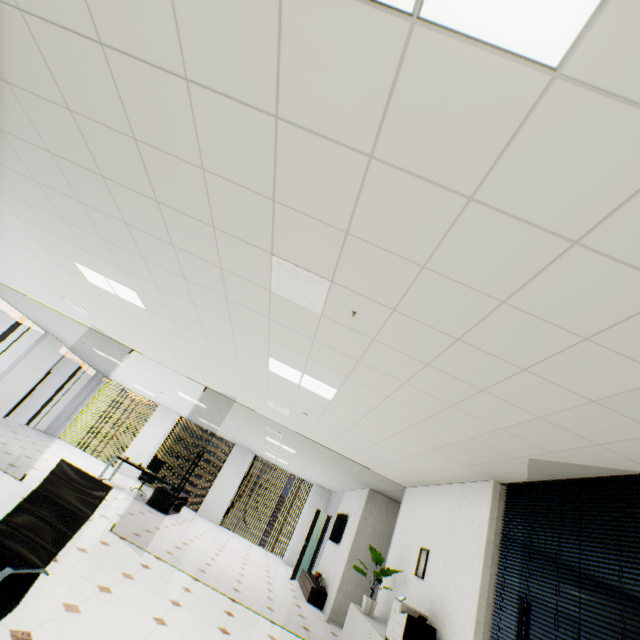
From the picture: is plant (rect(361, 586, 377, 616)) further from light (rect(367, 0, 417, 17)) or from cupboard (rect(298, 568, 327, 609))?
light (rect(367, 0, 417, 17))

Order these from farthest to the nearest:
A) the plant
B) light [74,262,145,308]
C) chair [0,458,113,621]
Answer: the plant < light [74,262,145,308] < chair [0,458,113,621]

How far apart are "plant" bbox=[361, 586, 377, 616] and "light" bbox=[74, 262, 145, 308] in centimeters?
541cm

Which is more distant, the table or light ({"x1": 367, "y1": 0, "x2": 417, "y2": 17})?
the table

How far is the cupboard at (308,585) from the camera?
8.2 meters

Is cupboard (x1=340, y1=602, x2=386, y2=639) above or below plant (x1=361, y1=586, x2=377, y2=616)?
below

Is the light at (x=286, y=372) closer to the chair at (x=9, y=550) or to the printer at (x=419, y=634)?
the chair at (x=9, y=550)

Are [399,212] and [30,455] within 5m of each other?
no
